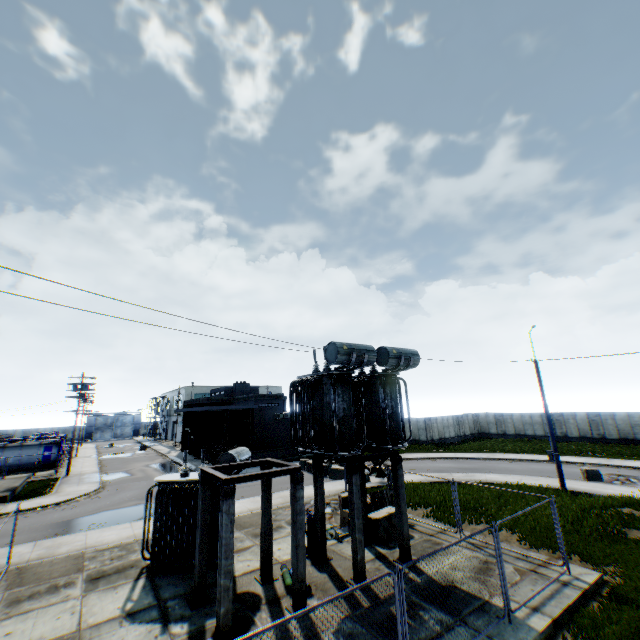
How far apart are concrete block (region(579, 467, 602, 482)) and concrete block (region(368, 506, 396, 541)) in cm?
1555

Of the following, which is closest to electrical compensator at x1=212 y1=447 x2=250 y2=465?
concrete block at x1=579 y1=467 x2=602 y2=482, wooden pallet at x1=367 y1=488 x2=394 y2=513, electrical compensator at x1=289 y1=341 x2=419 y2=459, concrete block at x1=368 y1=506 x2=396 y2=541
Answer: electrical compensator at x1=289 y1=341 x2=419 y2=459

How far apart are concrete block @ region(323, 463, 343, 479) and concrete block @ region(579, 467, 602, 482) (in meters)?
15.72

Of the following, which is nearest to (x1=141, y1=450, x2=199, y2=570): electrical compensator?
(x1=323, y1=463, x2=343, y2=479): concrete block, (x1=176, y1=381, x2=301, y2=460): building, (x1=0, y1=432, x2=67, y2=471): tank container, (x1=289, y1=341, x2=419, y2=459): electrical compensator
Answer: (x1=289, y1=341, x2=419, y2=459): electrical compensator

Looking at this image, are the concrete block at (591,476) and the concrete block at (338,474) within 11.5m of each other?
no

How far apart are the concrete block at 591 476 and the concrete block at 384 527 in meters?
15.5

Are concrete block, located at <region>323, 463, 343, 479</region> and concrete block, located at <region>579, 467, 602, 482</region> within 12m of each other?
no

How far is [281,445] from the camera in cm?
3731
